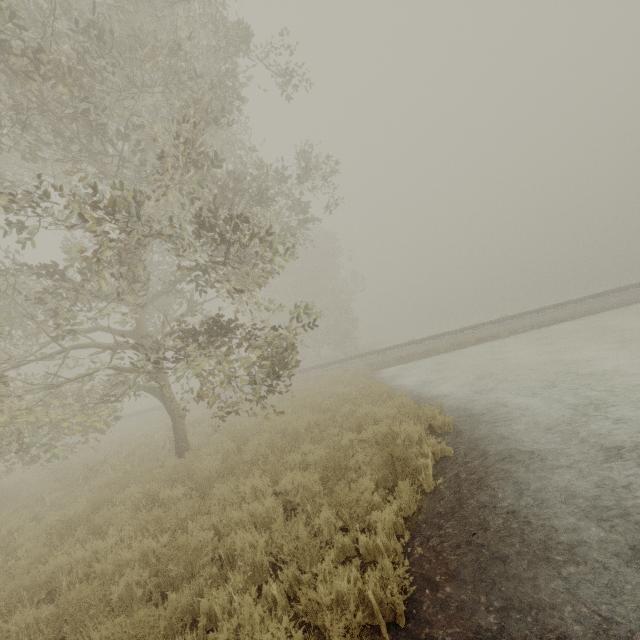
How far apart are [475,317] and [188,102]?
53.03m
